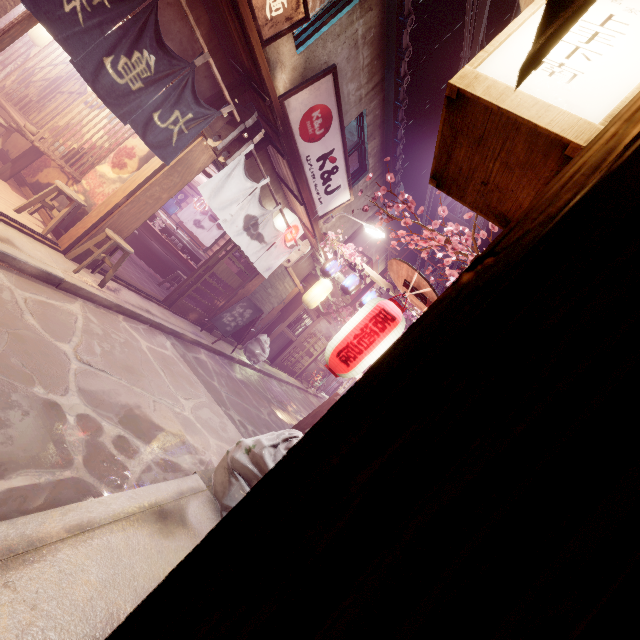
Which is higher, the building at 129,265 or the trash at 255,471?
the trash at 255,471

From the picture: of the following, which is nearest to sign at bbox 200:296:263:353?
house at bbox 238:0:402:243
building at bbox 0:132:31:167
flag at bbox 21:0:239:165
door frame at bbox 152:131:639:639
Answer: house at bbox 238:0:402:243

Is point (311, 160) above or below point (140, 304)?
above

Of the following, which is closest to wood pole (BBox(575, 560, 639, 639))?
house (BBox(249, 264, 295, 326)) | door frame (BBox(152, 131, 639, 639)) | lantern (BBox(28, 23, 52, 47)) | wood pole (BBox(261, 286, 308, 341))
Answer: door frame (BBox(152, 131, 639, 639))

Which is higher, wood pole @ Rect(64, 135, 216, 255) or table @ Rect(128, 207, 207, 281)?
wood pole @ Rect(64, 135, 216, 255)

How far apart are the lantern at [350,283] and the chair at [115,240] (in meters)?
9.89

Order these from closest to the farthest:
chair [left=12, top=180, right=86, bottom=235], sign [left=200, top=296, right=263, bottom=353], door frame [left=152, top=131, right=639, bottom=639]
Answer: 1. door frame [left=152, top=131, right=639, bottom=639]
2. chair [left=12, top=180, right=86, bottom=235]
3. sign [left=200, top=296, right=263, bottom=353]

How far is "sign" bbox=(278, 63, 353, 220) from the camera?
10.83m
